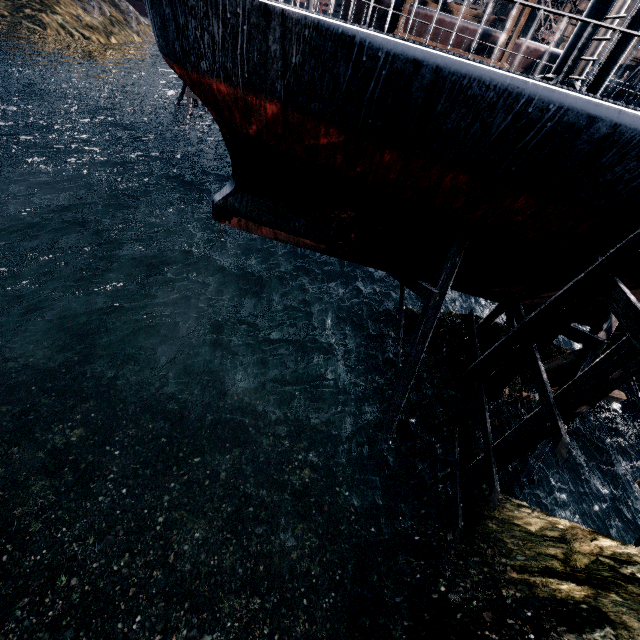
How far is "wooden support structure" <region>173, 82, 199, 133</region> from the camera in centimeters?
3119cm

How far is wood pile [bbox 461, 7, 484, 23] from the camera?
31.5 meters

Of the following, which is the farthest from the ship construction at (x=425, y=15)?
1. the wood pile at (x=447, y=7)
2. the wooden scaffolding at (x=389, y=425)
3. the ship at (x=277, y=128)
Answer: the wooden scaffolding at (x=389, y=425)

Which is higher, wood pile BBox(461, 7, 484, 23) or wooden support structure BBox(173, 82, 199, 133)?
wood pile BBox(461, 7, 484, 23)

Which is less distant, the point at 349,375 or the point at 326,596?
the point at 326,596

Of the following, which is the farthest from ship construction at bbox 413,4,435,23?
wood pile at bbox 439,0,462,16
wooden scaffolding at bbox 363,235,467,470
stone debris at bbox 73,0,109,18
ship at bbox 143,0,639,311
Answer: stone debris at bbox 73,0,109,18

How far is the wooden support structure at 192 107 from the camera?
31.2m

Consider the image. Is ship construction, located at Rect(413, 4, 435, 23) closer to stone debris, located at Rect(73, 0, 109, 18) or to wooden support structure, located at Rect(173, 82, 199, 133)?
wooden support structure, located at Rect(173, 82, 199, 133)
